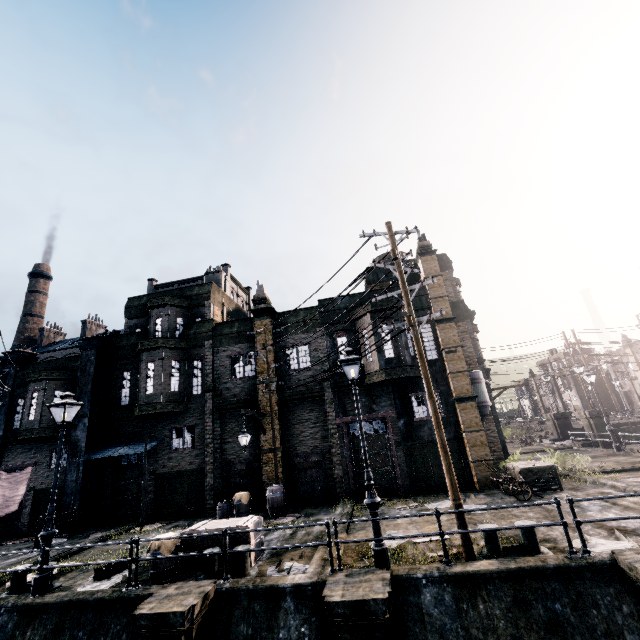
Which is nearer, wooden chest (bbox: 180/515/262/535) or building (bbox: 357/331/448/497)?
wooden chest (bbox: 180/515/262/535)

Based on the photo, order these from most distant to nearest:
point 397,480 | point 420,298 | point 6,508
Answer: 1. point 420,298
2. point 6,508
3. point 397,480

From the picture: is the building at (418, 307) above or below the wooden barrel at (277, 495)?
above

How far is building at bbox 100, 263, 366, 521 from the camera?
18.2 meters

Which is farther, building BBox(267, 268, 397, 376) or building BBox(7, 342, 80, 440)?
building BBox(7, 342, 80, 440)

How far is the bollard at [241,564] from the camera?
9.2m

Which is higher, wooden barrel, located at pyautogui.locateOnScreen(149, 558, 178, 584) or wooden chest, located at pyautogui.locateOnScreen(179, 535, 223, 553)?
wooden chest, located at pyautogui.locateOnScreen(179, 535, 223, 553)

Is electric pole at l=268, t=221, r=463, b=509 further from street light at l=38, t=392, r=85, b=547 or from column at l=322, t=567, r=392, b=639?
street light at l=38, t=392, r=85, b=547
